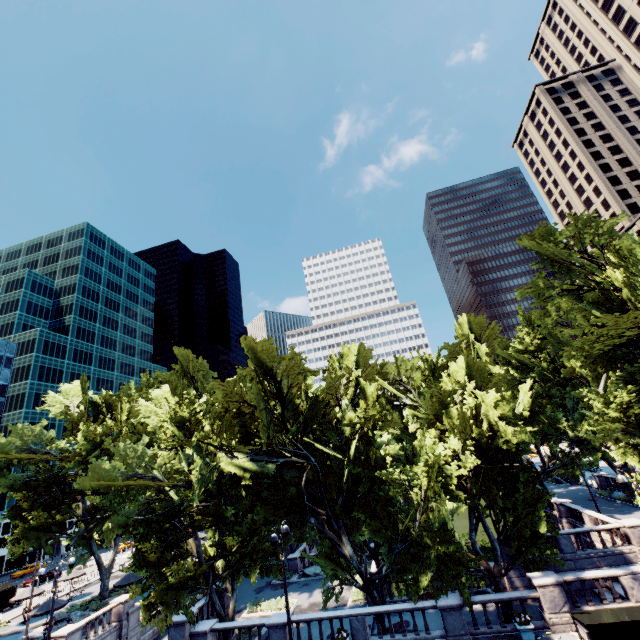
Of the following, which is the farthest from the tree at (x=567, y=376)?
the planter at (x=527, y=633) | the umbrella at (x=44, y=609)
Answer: the umbrella at (x=44, y=609)

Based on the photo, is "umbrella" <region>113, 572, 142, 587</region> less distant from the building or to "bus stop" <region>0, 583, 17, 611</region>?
"bus stop" <region>0, 583, 17, 611</region>

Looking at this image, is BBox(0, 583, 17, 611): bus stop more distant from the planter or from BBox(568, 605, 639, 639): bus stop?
BBox(568, 605, 639, 639): bus stop

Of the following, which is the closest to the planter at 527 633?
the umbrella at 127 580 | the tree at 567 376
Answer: the tree at 567 376

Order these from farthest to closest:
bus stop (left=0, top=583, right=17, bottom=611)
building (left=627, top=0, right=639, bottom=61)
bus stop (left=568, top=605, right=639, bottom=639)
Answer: building (left=627, top=0, right=639, bottom=61), bus stop (left=0, top=583, right=17, bottom=611), bus stop (left=568, top=605, right=639, bottom=639)

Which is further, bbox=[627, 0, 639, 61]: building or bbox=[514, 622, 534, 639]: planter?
bbox=[627, 0, 639, 61]: building

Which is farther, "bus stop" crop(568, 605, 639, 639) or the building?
the building

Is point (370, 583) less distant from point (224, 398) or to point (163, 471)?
point (224, 398)
